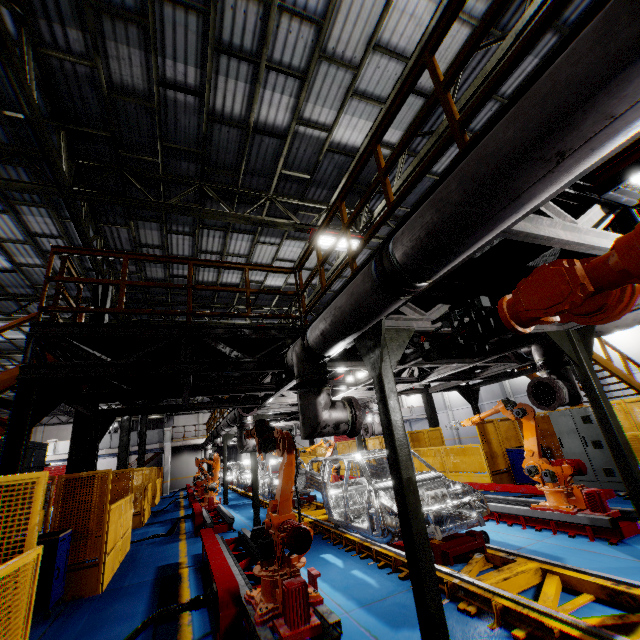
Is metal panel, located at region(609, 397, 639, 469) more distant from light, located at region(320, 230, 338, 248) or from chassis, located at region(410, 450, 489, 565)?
light, located at region(320, 230, 338, 248)

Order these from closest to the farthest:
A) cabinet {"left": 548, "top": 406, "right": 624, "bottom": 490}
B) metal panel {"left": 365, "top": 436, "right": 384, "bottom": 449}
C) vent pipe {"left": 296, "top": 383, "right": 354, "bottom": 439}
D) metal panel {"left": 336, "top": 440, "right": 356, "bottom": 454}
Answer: vent pipe {"left": 296, "top": 383, "right": 354, "bottom": 439} → cabinet {"left": 548, "top": 406, "right": 624, "bottom": 490} → metal panel {"left": 365, "top": 436, "right": 384, "bottom": 449} → metal panel {"left": 336, "top": 440, "right": 356, "bottom": 454}

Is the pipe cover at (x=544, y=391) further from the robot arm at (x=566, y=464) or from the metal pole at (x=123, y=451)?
the metal pole at (x=123, y=451)

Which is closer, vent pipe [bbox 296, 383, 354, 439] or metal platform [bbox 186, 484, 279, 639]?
metal platform [bbox 186, 484, 279, 639]

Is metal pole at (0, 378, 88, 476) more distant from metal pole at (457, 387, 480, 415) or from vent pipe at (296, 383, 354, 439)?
metal pole at (457, 387, 480, 415)

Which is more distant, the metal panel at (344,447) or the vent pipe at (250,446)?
the metal panel at (344,447)

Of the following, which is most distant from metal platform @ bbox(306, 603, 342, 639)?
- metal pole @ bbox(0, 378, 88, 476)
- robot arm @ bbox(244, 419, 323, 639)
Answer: metal pole @ bbox(0, 378, 88, 476)

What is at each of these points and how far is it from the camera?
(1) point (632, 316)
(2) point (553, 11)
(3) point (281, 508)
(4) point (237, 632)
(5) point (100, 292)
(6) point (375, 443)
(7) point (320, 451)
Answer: (1) vent pipe, 4.87m
(2) metal handrail, 2.00m
(3) robot arm, 4.58m
(4) metal platform, 3.77m
(5) metal pole, 10.19m
(6) metal panel, 18.30m
(7) metal panel, 24.95m
